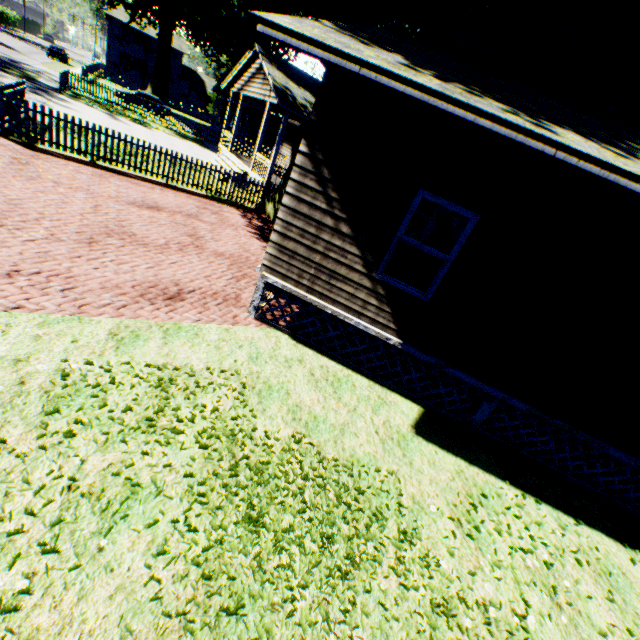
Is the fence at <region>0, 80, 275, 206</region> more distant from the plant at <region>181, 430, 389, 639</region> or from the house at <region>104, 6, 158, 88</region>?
the house at <region>104, 6, 158, 88</region>

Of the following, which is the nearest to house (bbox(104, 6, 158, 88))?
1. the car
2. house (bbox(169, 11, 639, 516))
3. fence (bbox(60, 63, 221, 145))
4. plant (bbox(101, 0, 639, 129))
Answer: fence (bbox(60, 63, 221, 145))

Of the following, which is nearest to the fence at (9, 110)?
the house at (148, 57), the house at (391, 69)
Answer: the house at (148, 57)

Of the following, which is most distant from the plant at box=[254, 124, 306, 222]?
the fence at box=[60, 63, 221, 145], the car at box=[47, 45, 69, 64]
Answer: the car at box=[47, 45, 69, 64]

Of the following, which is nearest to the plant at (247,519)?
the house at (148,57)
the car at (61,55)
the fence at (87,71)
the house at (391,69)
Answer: the fence at (87,71)

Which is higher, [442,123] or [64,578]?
[442,123]

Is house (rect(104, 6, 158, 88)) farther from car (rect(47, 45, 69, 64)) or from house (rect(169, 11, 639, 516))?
house (rect(169, 11, 639, 516))

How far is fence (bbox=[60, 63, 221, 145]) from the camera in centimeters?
2477cm
